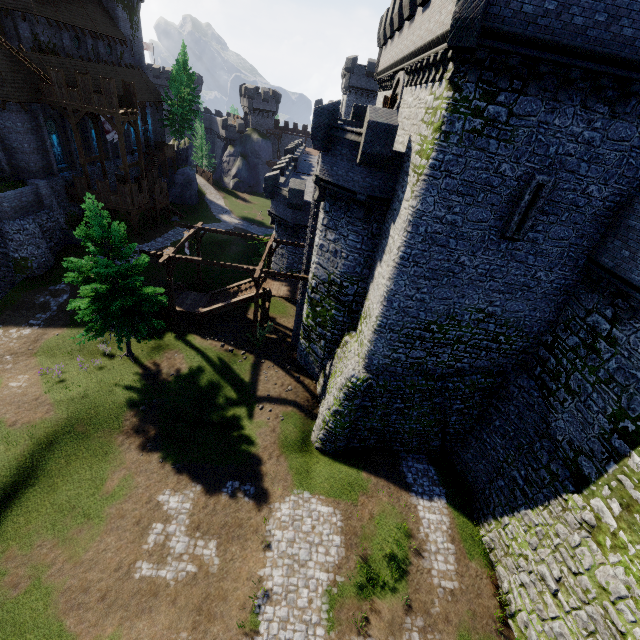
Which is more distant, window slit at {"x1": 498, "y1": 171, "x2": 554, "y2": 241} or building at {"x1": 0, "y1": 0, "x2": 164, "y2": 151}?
building at {"x1": 0, "y1": 0, "x2": 164, "y2": 151}

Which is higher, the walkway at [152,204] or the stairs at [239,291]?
the walkway at [152,204]

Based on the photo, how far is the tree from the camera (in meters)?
44.25

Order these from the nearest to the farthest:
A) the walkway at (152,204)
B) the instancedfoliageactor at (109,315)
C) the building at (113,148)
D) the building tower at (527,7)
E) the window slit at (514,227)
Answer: the building tower at (527,7) → the window slit at (514,227) → the instancedfoliageactor at (109,315) → the walkway at (152,204) → the building at (113,148)

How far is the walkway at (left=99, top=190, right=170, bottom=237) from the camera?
31.34m

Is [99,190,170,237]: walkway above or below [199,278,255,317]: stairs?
above

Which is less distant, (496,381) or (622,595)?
(622,595)

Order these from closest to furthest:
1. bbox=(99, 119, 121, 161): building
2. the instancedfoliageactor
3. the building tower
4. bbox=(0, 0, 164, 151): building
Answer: the building tower
the instancedfoliageactor
bbox=(0, 0, 164, 151): building
bbox=(99, 119, 121, 161): building
